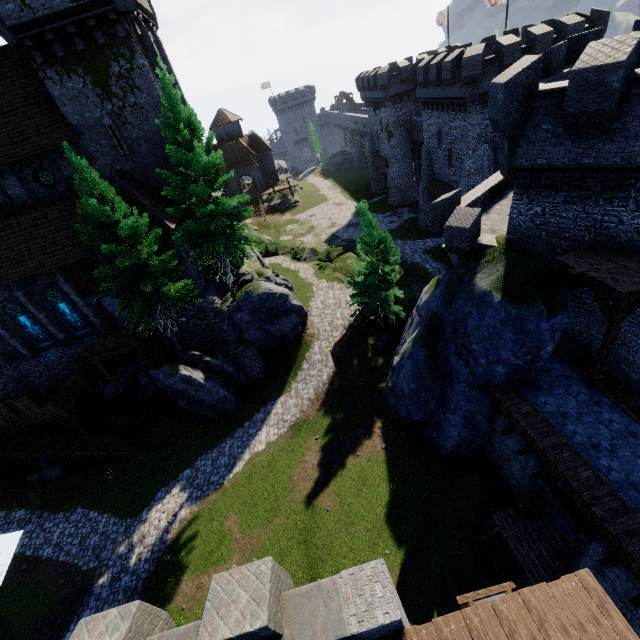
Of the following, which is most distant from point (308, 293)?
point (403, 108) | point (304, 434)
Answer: point (403, 108)

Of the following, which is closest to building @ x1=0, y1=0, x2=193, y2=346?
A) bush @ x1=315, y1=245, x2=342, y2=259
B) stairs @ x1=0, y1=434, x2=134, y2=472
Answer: stairs @ x1=0, y1=434, x2=134, y2=472

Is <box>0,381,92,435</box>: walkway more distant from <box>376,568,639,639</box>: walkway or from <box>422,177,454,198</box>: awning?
<box>422,177,454,198</box>: awning

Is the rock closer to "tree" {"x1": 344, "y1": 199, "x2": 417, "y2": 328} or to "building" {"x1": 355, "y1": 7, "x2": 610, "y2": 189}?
"tree" {"x1": 344, "y1": 199, "x2": 417, "y2": 328}

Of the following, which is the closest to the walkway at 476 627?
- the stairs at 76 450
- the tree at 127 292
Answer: the tree at 127 292

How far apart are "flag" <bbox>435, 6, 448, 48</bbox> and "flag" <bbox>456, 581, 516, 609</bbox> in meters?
54.3 m

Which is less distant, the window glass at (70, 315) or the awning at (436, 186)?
the window glass at (70, 315)

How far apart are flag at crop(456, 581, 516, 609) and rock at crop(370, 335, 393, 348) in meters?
18.7 m
